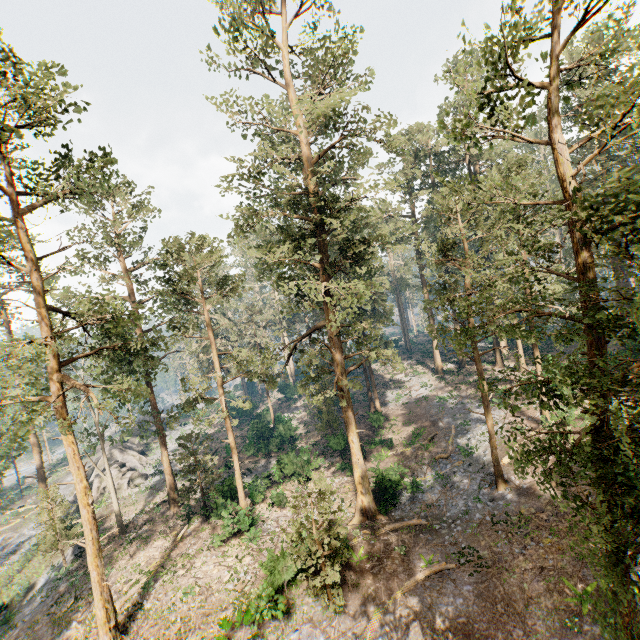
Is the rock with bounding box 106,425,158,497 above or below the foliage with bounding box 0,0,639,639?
below

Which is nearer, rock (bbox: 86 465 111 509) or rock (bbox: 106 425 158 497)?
rock (bbox: 86 465 111 509)

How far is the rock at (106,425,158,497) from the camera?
35.7 meters

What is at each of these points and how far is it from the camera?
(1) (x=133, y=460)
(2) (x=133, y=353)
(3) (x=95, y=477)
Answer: (1) rock, 42.6 meters
(2) foliage, 19.0 meters
(3) rock, 35.6 meters

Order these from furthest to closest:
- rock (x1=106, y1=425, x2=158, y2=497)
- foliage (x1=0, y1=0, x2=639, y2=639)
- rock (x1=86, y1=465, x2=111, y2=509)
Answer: rock (x1=106, y1=425, x2=158, y2=497), rock (x1=86, y1=465, x2=111, y2=509), foliage (x1=0, y1=0, x2=639, y2=639)

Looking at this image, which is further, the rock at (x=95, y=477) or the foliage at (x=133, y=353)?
the rock at (x=95, y=477)

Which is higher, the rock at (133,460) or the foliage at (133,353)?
the foliage at (133,353)
